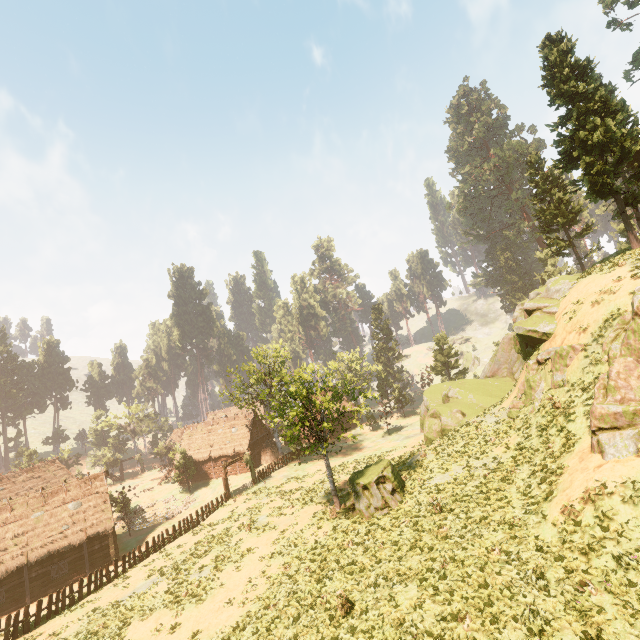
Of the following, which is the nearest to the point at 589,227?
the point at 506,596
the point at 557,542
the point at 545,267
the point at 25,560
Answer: the point at 545,267

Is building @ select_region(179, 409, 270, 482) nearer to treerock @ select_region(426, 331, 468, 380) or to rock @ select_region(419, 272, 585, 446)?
treerock @ select_region(426, 331, 468, 380)

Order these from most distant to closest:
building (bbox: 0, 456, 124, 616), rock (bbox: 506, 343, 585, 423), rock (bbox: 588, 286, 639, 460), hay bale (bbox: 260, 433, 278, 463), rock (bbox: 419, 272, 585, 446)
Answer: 1. hay bale (bbox: 260, 433, 278, 463)
2. building (bbox: 0, 456, 124, 616)
3. rock (bbox: 419, 272, 585, 446)
4. rock (bbox: 506, 343, 585, 423)
5. rock (bbox: 588, 286, 639, 460)

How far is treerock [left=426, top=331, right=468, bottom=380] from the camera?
54.5m

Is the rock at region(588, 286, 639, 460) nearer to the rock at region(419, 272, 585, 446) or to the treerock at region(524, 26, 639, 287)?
the rock at region(419, 272, 585, 446)

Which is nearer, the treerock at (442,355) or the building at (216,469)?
the building at (216,469)

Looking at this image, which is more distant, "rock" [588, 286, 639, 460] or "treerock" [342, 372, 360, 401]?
"treerock" [342, 372, 360, 401]

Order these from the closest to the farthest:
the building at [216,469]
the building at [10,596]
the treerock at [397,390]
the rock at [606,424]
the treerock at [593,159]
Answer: the rock at [606,424], the treerock at [593,159], the building at [10,596], the building at [216,469], the treerock at [397,390]
